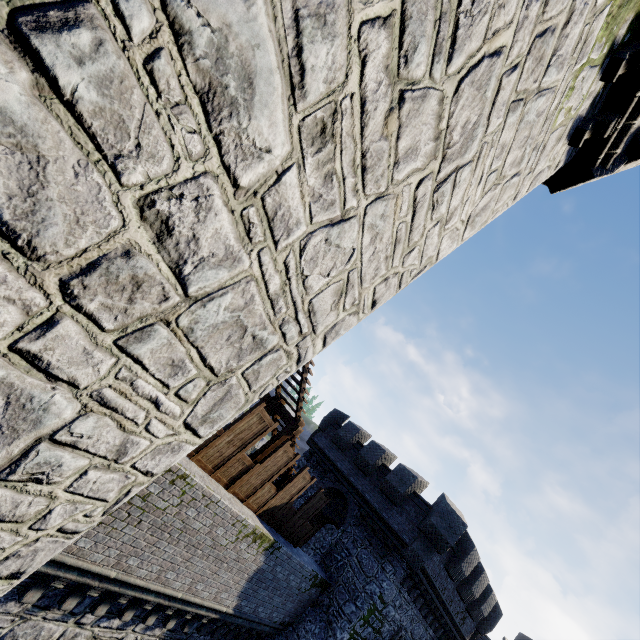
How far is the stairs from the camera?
10.4 meters

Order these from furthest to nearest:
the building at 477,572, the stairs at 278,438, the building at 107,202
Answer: the building at 477,572 < the stairs at 278,438 < the building at 107,202

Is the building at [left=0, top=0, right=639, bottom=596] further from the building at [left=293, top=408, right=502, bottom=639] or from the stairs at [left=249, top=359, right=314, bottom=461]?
the building at [left=293, top=408, right=502, bottom=639]

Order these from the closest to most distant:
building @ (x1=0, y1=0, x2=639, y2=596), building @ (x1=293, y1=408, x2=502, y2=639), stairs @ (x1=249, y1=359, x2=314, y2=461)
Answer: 1. building @ (x1=0, y1=0, x2=639, y2=596)
2. stairs @ (x1=249, y1=359, x2=314, y2=461)
3. building @ (x1=293, y1=408, x2=502, y2=639)

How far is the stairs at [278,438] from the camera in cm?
1041

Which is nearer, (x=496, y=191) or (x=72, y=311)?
(x=72, y=311)
